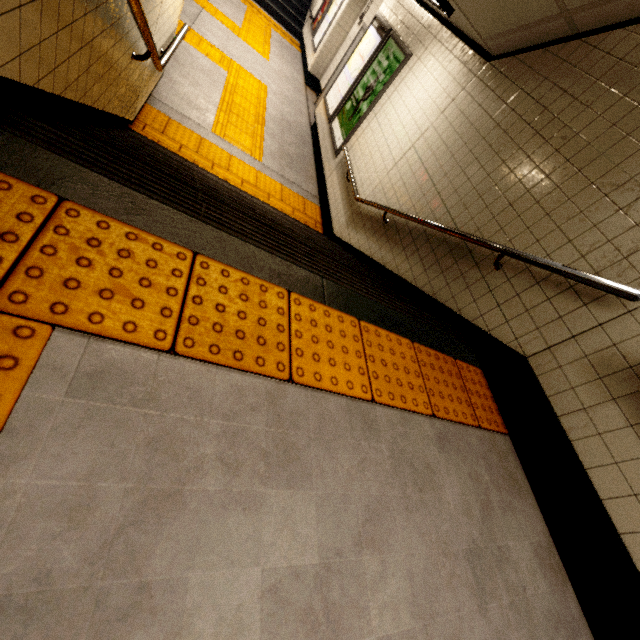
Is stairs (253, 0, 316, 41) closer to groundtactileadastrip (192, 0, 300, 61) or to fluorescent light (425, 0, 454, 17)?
groundtactileadastrip (192, 0, 300, 61)

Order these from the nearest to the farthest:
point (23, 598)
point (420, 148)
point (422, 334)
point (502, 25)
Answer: point (23, 598) → point (422, 334) → point (502, 25) → point (420, 148)

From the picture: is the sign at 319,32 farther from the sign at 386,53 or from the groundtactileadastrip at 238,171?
the groundtactileadastrip at 238,171

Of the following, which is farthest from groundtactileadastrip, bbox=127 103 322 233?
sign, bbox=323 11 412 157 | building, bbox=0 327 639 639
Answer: building, bbox=0 327 639 639

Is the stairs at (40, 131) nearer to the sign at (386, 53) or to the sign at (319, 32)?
the sign at (386, 53)

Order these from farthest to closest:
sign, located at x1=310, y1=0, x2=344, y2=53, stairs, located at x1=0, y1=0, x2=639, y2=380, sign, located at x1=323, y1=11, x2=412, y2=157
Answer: sign, located at x1=310, y1=0, x2=344, y2=53, sign, located at x1=323, y1=11, x2=412, y2=157, stairs, located at x1=0, y1=0, x2=639, y2=380

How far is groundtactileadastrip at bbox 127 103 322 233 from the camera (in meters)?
4.22
